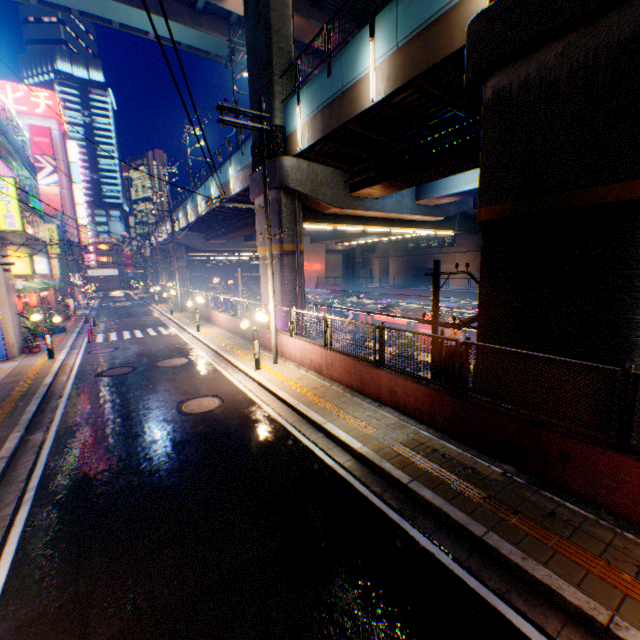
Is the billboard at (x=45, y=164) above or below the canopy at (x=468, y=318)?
above

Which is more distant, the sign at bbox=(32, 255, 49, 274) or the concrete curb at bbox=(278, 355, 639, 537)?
the sign at bbox=(32, 255, 49, 274)

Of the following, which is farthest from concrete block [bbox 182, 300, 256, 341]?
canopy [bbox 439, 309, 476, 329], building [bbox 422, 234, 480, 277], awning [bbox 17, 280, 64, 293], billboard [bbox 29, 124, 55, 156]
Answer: building [bbox 422, 234, 480, 277]

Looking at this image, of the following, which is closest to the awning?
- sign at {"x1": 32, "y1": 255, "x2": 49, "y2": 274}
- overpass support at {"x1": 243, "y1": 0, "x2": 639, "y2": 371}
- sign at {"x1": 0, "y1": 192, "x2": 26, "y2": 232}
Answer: sign at {"x1": 32, "y1": 255, "x2": 49, "y2": 274}

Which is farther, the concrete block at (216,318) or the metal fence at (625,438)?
the concrete block at (216,318)

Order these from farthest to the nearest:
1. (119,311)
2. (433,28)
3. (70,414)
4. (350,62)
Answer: (119,311) < (350,62) < (70,414) < (433,28)

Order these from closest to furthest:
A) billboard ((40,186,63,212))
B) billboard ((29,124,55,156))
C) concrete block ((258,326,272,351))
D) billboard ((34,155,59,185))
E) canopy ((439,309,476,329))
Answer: concrete block ((258,326,272,351)), canopy ((439,309,476,329)), billboard ((29,124,55,156)), billboard ((34,155,59,185)), billboard ((40,186,63,212))

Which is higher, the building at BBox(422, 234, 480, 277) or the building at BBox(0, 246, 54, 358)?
the building at BBox(422, 234, 480, 277)
